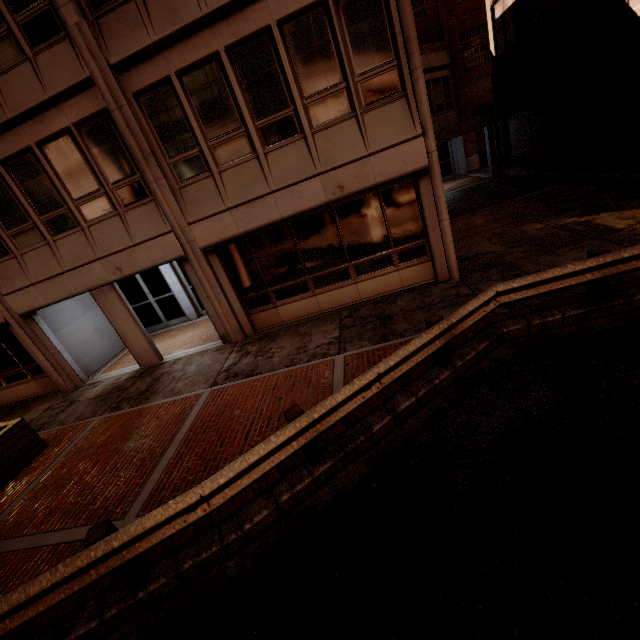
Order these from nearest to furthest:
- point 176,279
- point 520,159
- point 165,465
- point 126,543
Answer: point 126,543 < point 165,465 < point 176,279 < point 520,159
